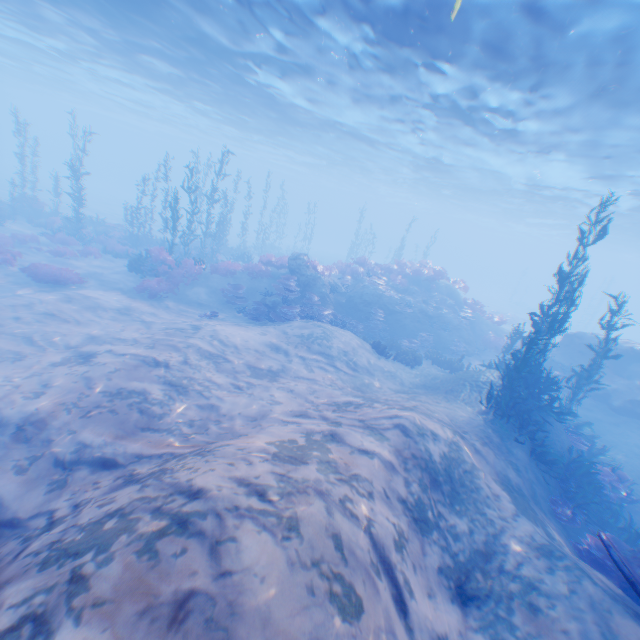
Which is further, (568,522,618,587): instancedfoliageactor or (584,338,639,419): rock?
(584,338,639,419): rock

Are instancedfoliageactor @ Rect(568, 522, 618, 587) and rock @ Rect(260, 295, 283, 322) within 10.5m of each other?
no

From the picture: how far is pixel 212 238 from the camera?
24.09m

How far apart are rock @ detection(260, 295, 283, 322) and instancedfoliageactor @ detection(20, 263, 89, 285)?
8.70m

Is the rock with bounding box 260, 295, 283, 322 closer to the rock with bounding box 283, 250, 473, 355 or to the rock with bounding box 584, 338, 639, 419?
the rock with bounding box 283, 250, 473, 355

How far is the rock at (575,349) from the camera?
18.3 meters

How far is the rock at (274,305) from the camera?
16.19m

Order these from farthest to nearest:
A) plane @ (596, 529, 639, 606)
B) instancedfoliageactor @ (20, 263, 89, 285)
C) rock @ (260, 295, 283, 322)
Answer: rock @ (260, 295, 283, 322), instancedfoliageactor @ (20, 263, 89, 285), plane @ (596, 529, 639, 606)
